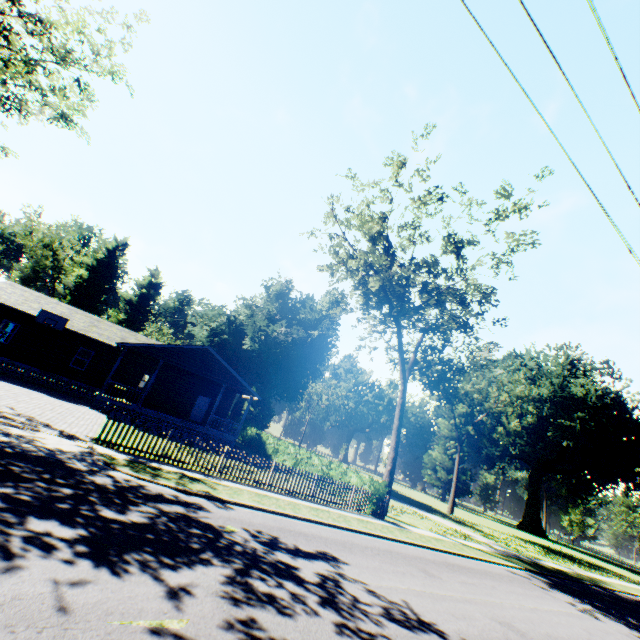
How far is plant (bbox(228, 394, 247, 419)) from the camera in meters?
45.7 m

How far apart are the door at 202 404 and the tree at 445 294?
16.7 meters

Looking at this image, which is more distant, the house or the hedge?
the house

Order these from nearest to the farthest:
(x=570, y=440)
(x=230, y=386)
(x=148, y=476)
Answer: (x=148, y=476) < (x=230, y=386) < (x=570, y=440)

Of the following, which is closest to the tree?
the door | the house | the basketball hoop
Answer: the house

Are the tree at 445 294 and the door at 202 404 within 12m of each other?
no

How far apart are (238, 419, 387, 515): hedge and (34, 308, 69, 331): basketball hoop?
19.0m

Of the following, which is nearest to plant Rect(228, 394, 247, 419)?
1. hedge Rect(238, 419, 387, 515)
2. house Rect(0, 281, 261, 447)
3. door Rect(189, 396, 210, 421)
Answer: hedge Rect(238, 419, 387, 515)
